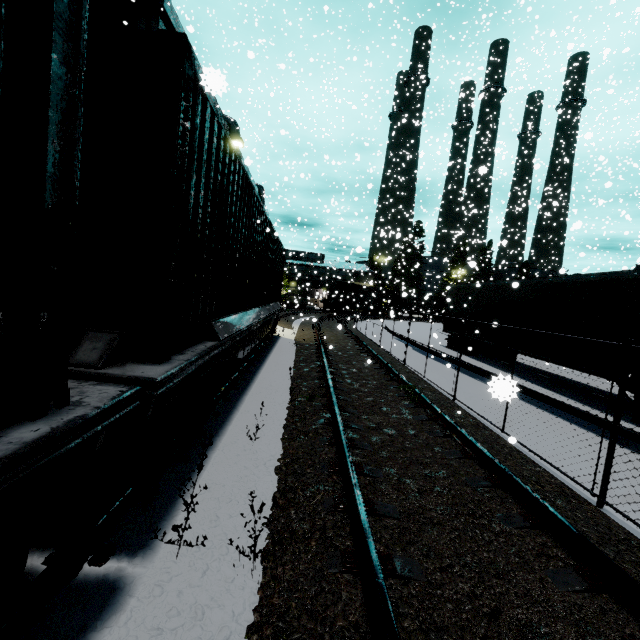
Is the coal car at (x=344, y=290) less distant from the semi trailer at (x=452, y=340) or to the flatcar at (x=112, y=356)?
the semi trailer at (x=452, y=340)

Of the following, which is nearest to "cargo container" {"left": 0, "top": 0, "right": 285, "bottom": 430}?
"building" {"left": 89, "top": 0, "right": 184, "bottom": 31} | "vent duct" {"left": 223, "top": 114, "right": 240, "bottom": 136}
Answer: "building" {"left": 89, "top": 0, "right": 184, "bottom": 31}

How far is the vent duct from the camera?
27.20m

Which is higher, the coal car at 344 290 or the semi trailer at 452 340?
the coal car at 344 290

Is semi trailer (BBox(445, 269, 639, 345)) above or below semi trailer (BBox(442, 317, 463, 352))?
above

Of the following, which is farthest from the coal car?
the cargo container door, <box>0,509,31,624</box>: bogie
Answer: <box>0,509,31,624</box>: bogie

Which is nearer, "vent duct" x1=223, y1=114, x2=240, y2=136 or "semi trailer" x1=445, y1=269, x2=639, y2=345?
"semi trailer" x1=445, y1=269, x2=639, y2=345

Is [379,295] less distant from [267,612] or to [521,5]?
[521,5]
